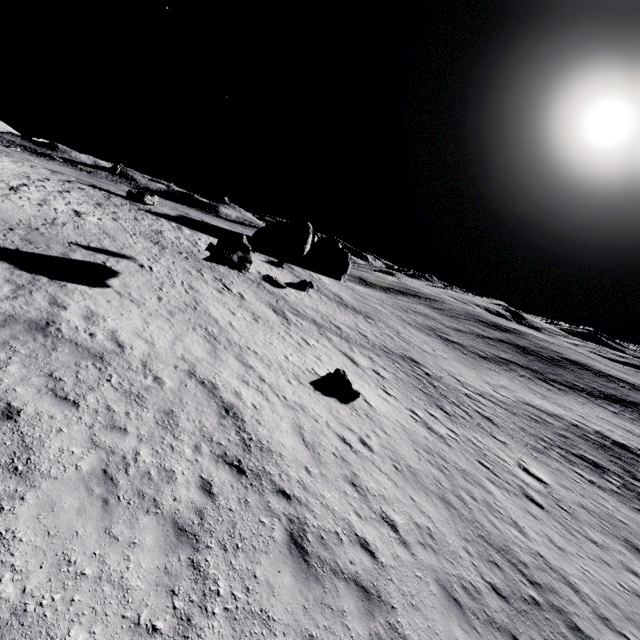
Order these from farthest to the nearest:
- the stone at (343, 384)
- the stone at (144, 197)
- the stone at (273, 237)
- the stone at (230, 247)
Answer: the stone at (273, 237) → the stone at (144, 197) → the stone at (230, 247) → the stone at (343, 384)

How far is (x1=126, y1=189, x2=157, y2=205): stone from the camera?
33.7m

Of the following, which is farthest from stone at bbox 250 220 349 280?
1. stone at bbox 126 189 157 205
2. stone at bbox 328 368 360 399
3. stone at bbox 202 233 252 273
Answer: stone at bbox 328 368 360 399

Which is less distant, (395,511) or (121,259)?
(395,511)

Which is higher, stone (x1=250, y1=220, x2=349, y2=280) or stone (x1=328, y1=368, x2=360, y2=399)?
stone (x1=250, y1=220, x2=349, y2=280)

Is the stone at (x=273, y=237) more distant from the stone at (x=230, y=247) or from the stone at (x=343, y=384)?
the stone at (x=343, y=384)

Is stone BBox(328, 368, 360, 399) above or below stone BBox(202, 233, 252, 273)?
below

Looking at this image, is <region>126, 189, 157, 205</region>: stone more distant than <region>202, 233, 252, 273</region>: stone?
Yes
